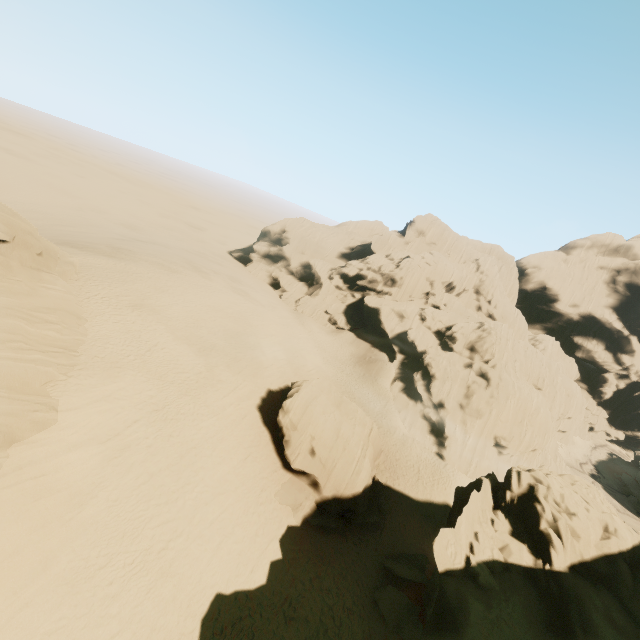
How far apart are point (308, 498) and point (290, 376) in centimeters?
1366cm

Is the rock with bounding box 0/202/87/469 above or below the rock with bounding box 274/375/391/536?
above

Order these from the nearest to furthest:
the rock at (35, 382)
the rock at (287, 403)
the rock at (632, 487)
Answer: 1. the rock at (35, 382)
2. the rock at (287, 403)
3. the rock at (632, 487)

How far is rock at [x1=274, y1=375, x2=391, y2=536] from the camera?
22.14m

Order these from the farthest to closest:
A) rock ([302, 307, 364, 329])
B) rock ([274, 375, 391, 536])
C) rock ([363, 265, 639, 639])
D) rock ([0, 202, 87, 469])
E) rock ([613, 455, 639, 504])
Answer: rock ([302, 307, 364, 329]), rock ([613, 455, 639, 504]), rock ([274, 375, 391, 536]), rock ([0, 202, 87, 469]), rock ([363, 265, 639, 639])

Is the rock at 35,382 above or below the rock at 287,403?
above

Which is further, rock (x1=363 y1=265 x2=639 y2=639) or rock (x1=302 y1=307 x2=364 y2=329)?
rock (x1=302 y1=307 x2=364 y2=329)

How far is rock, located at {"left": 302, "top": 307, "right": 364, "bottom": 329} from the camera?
58.50m
